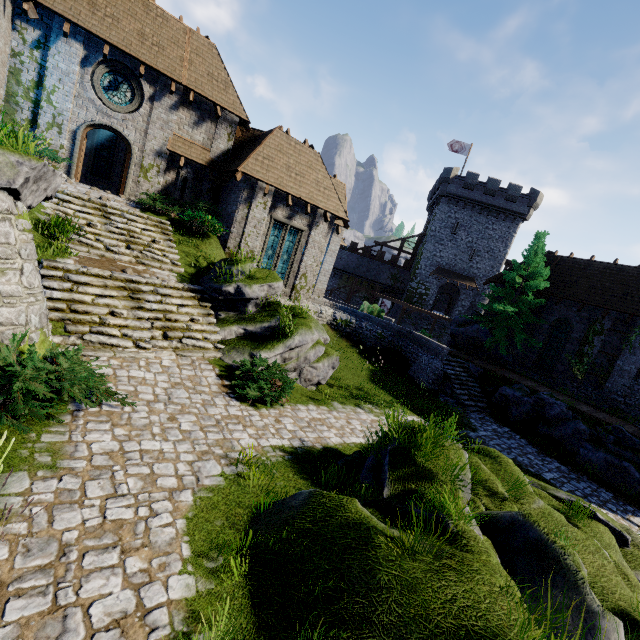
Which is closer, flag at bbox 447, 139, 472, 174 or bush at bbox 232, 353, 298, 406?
bush at bbox 232, 353, 298, 406

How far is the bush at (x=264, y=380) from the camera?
9.14m

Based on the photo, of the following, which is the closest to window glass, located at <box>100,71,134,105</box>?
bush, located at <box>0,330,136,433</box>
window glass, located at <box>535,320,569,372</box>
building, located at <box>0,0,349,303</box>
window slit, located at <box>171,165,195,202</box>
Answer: building, located at <box>0,0,349,303</box>

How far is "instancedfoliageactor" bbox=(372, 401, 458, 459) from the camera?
6.68m

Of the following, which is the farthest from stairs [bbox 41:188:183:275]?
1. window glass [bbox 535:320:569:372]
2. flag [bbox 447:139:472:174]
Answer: flag [bbox 447:139:472:174]

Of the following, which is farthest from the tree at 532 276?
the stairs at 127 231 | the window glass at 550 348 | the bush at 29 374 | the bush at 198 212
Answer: the bush at 29 374

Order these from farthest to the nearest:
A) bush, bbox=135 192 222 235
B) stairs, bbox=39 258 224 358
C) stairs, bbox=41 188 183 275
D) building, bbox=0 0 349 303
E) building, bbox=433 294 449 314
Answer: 1. building, bbox=433 294 449 314
2. bush, bbox=135 192 222 235
3. building, bbox=0 0 349 303
4. stairs, bbox=41 188 183 275
5. stairs, bbox=39 258 224 358

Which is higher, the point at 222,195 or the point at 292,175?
the point at 292,175
